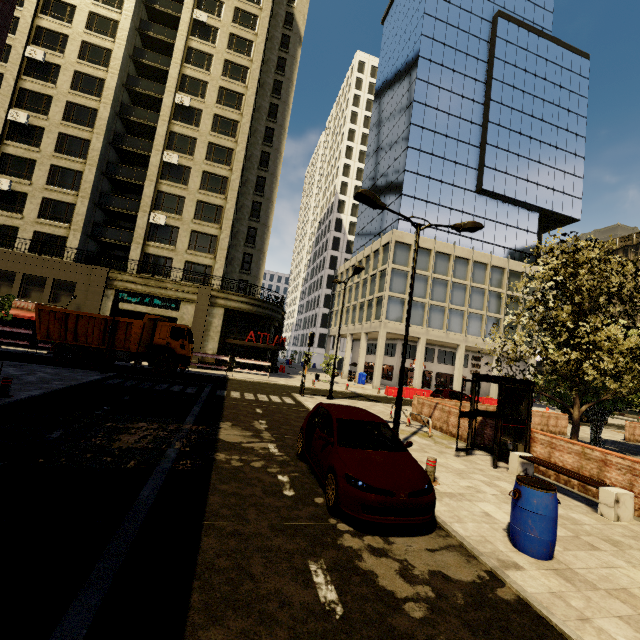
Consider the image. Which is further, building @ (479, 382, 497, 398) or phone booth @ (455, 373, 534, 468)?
building @ (479, 382, 497, 398)

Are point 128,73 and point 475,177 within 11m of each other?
no

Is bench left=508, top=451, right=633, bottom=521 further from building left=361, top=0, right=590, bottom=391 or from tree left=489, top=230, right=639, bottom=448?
building left=361, top=0, right=590, bottom=391

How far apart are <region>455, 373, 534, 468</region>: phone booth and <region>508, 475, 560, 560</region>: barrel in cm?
444

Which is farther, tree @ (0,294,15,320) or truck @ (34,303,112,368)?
truck @ (34,303,112,368)

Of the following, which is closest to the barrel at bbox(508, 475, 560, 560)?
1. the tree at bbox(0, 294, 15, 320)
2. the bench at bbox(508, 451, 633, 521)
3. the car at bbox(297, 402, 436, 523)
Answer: the car at bbox(297, 402, 436, 523)

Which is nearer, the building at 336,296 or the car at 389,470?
the car at 389,470
